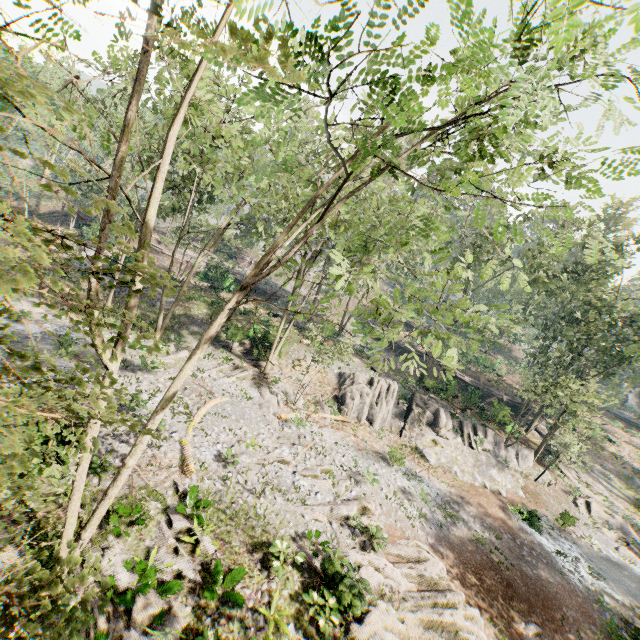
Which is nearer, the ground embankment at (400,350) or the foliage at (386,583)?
the foliage at (386,583)

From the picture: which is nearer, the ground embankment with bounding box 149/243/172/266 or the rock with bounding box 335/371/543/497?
the rock with bounding box 335/371/543/497

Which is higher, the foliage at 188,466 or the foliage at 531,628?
the foliage at 188,466

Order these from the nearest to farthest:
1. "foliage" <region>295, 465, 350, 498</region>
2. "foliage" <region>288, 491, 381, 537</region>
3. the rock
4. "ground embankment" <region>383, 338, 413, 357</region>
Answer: "foliage" <region>288, 491, 381, 537</region>
"foliage" <region>295, 465, 350, 498</region>
the rock
"ground embankment" <region>383, 338, 413, 357</region>

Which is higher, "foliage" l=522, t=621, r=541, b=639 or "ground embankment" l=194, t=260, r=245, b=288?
"ground embankment" l=194, t=260, r=245, b=288

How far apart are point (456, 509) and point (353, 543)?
10.70m

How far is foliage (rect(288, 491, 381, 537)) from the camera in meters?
14.4 m
